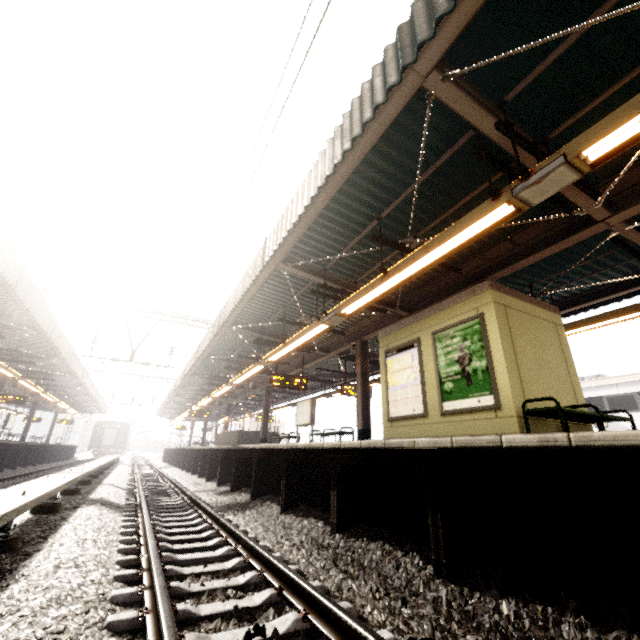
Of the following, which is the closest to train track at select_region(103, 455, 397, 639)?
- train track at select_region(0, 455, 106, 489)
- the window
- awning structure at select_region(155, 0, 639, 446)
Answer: train track at select_region(0, 455, 106, 489)

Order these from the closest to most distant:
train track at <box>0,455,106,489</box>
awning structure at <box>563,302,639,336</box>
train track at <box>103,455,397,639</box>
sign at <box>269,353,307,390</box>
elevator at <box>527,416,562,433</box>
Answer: train track at <box>103,455,397,639</box> < elevator at <box>527,416,562,433</box> < awning structure at <box>563,302,639,336</box> < train track at <box>0,455,106,489</box> < sign at <box>269,353,307,390</box>

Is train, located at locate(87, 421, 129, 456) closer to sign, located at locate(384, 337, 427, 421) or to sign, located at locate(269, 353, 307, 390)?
sign, located at locate(269, 353, 307, 390)

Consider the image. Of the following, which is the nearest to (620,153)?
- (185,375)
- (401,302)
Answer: (401,302)

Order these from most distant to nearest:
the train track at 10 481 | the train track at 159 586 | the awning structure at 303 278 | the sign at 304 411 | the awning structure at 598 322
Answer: the sign at 304 411, the train track at 10 481, the awning structure at 598 322, the awning structure at 303 278, the train track at 159 586

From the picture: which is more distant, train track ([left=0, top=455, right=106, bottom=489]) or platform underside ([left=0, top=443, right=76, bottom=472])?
platform underside ([left=0, top=443, right=76, bottom=472])

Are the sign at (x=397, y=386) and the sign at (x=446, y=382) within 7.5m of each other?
yes

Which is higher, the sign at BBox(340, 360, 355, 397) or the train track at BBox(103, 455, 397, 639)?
the sign at BBox(340, 360, 355, 397)
